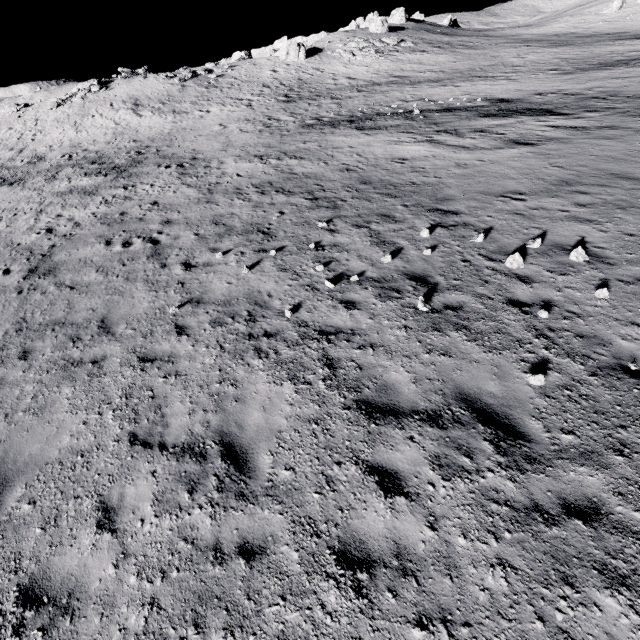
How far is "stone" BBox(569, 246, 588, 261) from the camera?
7.71m

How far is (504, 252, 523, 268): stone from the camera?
7.87m

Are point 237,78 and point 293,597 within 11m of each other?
no

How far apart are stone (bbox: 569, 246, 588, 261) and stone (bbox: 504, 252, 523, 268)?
1.1 meters

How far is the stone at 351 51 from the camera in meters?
45.4 m

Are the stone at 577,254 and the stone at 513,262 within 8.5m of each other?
yes

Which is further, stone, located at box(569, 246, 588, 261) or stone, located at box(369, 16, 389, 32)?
stone, located at box(369, 16, 389, 32)

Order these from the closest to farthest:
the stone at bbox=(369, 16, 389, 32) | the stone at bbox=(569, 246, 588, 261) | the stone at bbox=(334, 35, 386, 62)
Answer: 1. the stone at bbox=(569, 246, 588, 261)
2. the stone at bbox=(334, 35, 386, 62)
3. the stone at bbox=(369, 16, 389, 32)
